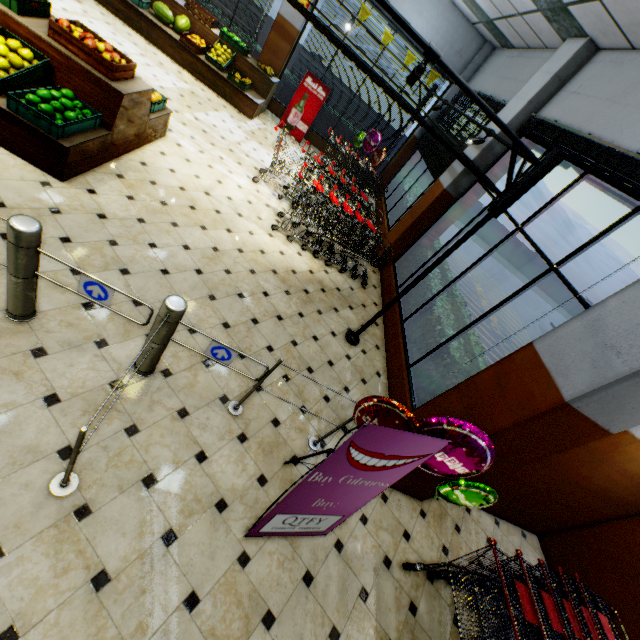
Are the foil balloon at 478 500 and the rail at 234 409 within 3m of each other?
yes

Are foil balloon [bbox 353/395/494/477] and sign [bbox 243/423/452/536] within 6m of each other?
yes

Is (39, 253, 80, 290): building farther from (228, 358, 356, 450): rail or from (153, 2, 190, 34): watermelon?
(153, 2, 190, 34): watermelon

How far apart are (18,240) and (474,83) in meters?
10.9

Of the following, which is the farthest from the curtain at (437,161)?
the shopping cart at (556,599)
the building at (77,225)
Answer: the shopping cart at (556,599)

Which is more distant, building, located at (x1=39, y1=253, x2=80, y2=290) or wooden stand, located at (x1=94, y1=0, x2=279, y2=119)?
wooden stand, located at (x1=94, y1=0, x2=279, y2=119)

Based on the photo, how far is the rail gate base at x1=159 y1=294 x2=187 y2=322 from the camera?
2.42m

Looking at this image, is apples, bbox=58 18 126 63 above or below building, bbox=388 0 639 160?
below
